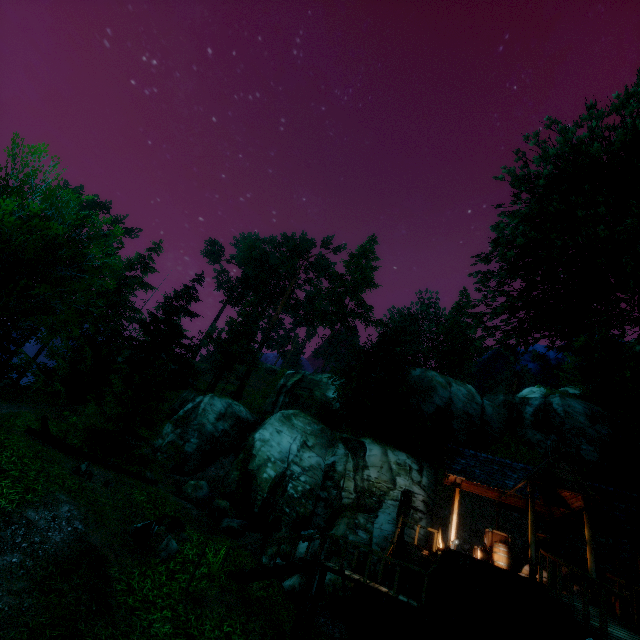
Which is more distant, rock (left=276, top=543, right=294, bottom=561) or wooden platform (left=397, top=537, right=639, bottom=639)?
rock (left=276, top=543, right=294, bottom=561)

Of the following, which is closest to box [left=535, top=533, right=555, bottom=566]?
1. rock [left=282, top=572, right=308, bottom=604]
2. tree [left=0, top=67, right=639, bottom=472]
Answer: tree [left=0, top=67, right=639, bottom=472]

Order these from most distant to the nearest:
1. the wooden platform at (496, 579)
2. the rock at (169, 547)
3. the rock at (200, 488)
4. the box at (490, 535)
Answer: the rock at (200, 488) < the box at (490, 535) < the rock at (169, 547) < the wooden platform at (496, 579)

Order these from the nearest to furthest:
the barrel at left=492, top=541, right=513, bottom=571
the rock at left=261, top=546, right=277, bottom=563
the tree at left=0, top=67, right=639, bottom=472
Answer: the tree at left=0, top=67, right=639, bottom=472, the barrel at left=492, top=541, right=513, bottom=571, the rock at left=261, top=546, right=277, bottom=563

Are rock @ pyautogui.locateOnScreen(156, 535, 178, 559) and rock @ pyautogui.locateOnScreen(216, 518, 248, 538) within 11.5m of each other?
yes

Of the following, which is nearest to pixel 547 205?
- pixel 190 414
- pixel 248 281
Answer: pixel 190 414

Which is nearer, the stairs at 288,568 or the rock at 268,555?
the stairs at 288,568

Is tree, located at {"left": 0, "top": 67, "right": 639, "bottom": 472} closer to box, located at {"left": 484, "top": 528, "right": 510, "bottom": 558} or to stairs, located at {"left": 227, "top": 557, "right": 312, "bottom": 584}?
box, located at {"left": 484, "top": 528, "right": 510, "bottom": 558}
